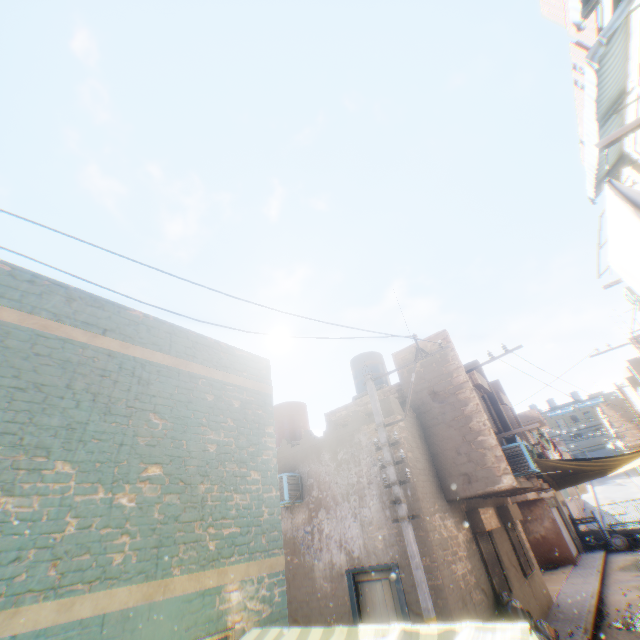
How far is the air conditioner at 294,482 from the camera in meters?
9.7 m

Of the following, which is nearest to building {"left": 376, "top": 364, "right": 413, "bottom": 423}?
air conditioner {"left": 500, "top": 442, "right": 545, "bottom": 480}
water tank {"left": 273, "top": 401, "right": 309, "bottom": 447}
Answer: air conditioner {"left": 500, "top": 442, "right": 545, "bottom": 480}

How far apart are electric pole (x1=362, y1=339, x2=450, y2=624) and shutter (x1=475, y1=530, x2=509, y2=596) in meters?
3.2

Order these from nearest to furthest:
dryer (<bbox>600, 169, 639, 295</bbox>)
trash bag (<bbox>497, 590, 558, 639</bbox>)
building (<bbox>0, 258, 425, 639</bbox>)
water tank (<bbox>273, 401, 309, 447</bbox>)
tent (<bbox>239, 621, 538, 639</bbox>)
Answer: tent (<bbox>239, 621, 538, 639</bbox>) < building (<bbox>0, 258, 425, 639</bbox>) < dryer (<bbox>600, 169, 639, 295</bbox>) < trash bag (<bbox>497, 590, 558, 639</bbox>) < water tank (<bbox>273, 401, 309, 447</bbox>)

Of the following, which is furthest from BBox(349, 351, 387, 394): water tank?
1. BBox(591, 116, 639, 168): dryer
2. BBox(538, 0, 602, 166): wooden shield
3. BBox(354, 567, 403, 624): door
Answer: BBox(538, 0, 602, 166): wooden shield

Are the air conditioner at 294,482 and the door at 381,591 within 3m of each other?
yes

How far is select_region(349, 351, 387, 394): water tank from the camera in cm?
1411

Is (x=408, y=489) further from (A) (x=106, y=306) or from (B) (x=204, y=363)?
(A) (x=106, y=306)
